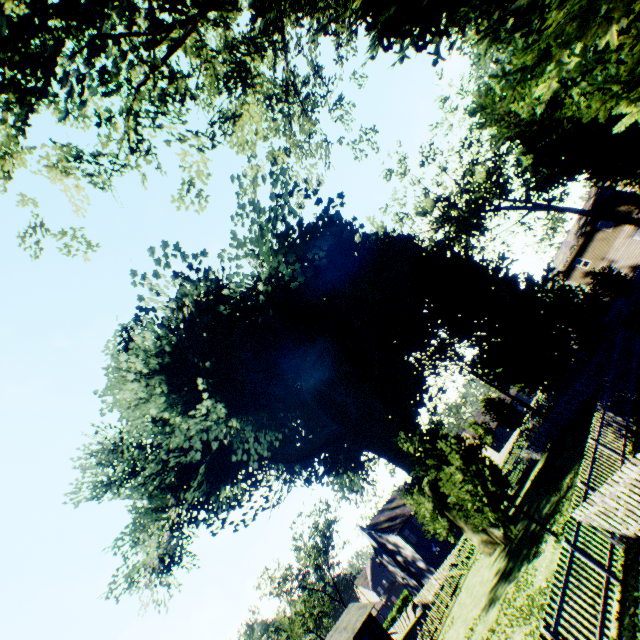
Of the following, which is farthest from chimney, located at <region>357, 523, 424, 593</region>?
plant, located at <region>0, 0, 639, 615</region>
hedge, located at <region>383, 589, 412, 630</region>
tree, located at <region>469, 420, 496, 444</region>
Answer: plant, located at <region>0, 0, 639, 615</region>

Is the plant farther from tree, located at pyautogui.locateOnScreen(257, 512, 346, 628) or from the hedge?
the hedge

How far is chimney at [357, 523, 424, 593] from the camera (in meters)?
47.50

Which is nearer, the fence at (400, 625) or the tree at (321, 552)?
the fence at (400, 625)

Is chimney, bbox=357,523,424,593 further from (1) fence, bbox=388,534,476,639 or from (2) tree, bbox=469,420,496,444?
(2) tree, bbox=469,420,496,444

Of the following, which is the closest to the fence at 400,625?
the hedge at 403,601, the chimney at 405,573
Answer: the hedge at 403,601

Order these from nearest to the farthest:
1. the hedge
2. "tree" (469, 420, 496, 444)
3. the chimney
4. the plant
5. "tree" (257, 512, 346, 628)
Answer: the plant < the chimney < "tree" (257, 512, 346, 628) < the hedge < "tree" (469, 420, 496, 444)

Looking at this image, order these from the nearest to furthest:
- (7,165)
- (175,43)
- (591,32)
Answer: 1. (7,165)
2. (175,43)
3. (591,32)
